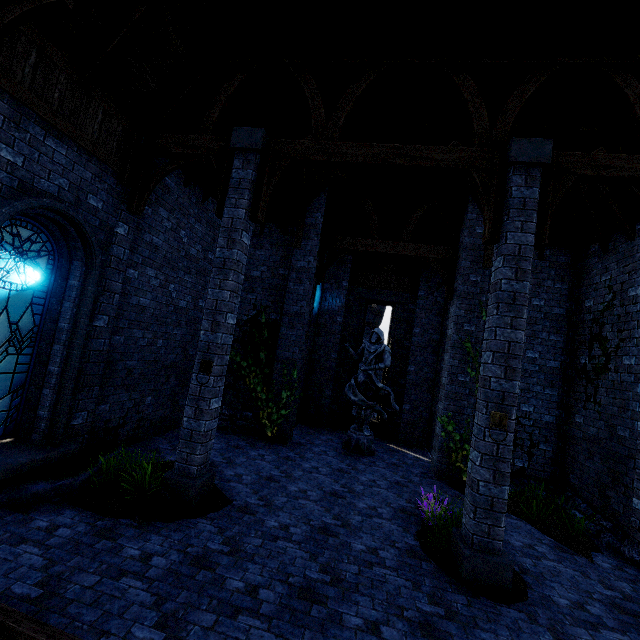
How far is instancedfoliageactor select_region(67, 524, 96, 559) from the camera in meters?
4.1 m

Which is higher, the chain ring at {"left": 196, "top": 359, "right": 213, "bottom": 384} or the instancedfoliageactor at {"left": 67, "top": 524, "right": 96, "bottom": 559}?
the chain ring at {"left": 196, "top": 359, "right": 213, "bottom": 384}

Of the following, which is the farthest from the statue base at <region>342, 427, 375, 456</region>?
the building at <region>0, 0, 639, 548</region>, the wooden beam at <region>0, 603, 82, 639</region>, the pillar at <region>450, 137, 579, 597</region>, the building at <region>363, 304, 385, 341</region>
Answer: the building at <region>363, 304, 385, 341</region>

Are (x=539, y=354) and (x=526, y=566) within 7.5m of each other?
yes

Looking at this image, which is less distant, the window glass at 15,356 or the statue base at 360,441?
the window glass at 15,356

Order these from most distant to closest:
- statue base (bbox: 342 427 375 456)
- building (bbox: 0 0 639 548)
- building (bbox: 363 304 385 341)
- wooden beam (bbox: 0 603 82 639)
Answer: building (bbox: 363 304 385 341) → statue base (bbox: 342 427 375 456) → building (bbox: 0 0 639 548) → wooden beam (bbox: 0 603 82 639)

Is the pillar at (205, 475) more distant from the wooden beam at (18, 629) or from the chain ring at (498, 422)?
the chain ring at (498, 422)

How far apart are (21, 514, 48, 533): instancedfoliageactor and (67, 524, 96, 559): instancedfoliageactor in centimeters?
33cm
